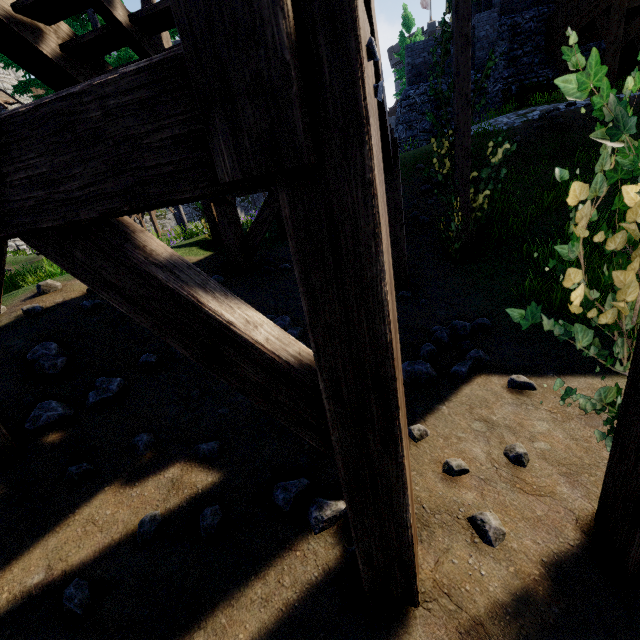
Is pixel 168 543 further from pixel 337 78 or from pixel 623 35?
pixel 623 35

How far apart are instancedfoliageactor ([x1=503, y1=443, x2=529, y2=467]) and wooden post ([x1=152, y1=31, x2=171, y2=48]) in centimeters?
745cm

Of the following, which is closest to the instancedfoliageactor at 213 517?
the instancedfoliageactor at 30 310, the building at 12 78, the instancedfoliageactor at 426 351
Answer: the instancedfoliageactor at 426 351

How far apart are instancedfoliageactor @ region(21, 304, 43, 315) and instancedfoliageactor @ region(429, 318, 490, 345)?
5.4m

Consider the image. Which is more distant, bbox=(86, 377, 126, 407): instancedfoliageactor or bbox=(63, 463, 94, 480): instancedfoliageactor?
bbox=(86, 377, 126, 407): instancedfoliageactor

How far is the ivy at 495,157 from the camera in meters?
6.5 m

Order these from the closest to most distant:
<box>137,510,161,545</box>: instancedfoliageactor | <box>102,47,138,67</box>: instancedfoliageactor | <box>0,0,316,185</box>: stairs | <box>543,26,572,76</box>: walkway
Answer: <box>0,0,316,185</box>: stairs → <box>137,510,161,545</box>: instancedfoliageactor → <box>102,47,138,67</box>: instancedfoliageactor → <box>543,26,572,76</box>: walkway

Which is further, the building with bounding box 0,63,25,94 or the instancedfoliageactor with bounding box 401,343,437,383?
the building with bounding box 0,63,25,94
